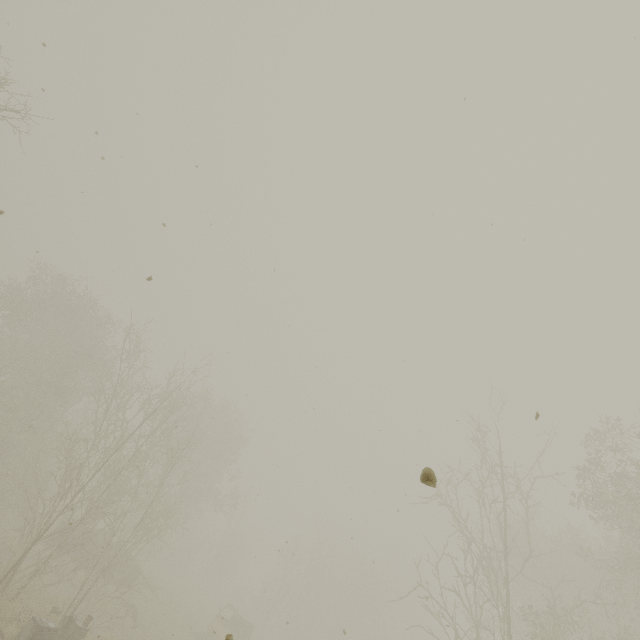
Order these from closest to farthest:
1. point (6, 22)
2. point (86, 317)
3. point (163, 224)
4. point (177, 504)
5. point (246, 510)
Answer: point (163, 224) < point (6, 22) < point (86, 317) < point (177, 504) < point (246, 510)
